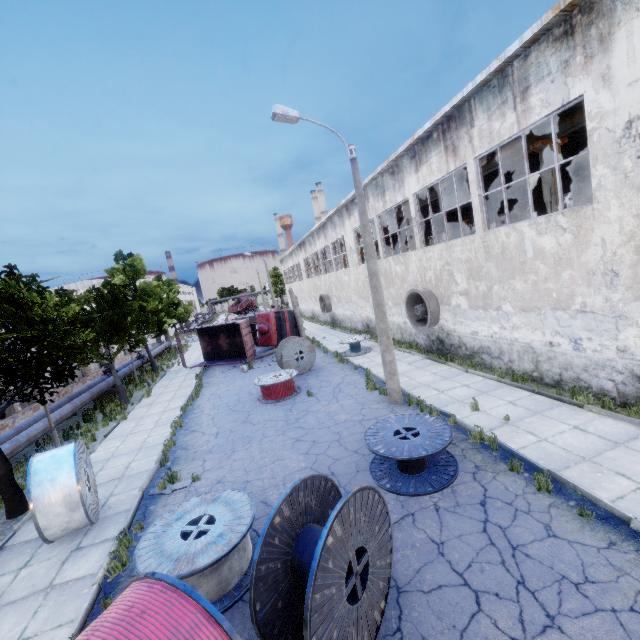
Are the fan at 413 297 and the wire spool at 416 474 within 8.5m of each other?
yes

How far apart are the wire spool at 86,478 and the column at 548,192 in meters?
16.3 m

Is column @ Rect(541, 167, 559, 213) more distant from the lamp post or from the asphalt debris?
the asphalt debris

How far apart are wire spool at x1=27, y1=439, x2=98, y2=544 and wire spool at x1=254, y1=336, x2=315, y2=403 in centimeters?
642cm

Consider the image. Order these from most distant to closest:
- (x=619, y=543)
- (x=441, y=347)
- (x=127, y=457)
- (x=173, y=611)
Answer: (x=441, y=347) → (x=127, y=457) → (x=619, y=543) → (x=173, y=611)

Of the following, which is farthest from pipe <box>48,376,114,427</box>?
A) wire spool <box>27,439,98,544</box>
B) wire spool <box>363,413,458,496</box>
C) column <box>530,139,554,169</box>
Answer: column <box>530,139,554,169</box>

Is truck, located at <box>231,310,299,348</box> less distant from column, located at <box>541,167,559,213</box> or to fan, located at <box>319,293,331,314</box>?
fan, located at <box>319,293,331,314</box>

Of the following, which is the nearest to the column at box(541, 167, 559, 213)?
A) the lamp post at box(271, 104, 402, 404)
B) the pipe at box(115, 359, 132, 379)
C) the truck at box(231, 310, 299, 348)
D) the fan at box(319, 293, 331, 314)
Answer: the lamp post at box(271, 104, 402, 404)
